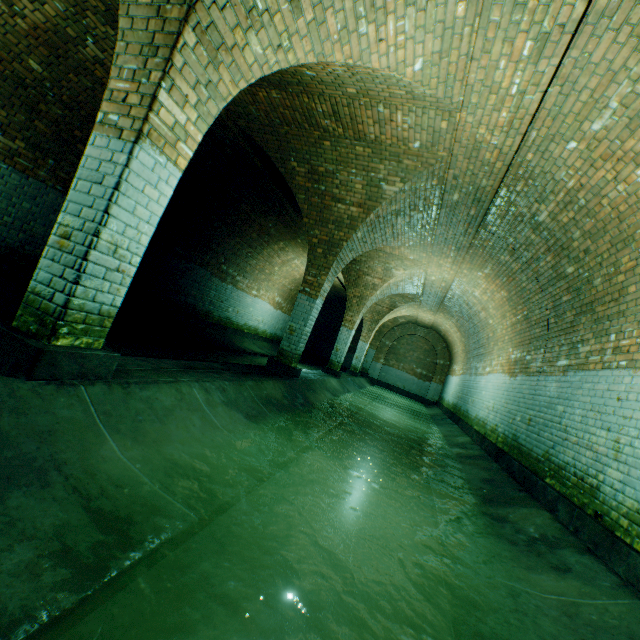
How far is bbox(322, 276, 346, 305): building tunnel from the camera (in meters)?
16.99

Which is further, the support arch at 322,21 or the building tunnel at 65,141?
the building tunnel at 65,141

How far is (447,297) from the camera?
12.38m

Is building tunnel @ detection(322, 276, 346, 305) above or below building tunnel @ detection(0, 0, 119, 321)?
above

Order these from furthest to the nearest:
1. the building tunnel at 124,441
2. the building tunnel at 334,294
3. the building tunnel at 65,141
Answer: the building tunnel at 334,294, the building tunnel at 65,141, the building tunnel at 124,441

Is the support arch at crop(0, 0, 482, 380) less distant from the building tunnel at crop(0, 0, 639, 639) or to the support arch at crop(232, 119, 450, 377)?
the building tunnel at crop(0, 0, 639, 639)

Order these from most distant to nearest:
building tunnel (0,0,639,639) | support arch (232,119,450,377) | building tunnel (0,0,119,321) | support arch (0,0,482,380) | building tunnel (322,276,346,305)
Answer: building tunnel (322,276,346,305), support arch (232,119,450,377), building tunnel (0,0,119,321), support arch (0,0,482,380), building tunnel (0,0,639,639)

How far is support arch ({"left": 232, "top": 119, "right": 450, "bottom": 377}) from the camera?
5.70m
